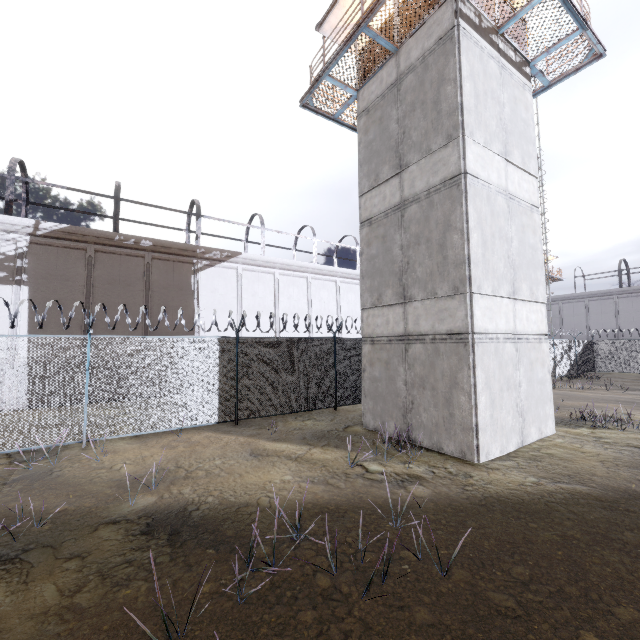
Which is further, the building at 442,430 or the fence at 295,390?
the fence at 295,390

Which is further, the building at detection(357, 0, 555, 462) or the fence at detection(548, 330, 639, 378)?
the fence at detection(548, 330, 639, 378)

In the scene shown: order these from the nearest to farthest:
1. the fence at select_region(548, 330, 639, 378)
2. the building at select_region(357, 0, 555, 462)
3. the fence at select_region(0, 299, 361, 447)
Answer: the building at select_region(357, 0, 555, 462) < the fence at select_region(0, 299, 361, 447) < the fence at select_region(548, 330, 639, 378)

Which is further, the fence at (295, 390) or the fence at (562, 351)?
the fence at (562, 351)

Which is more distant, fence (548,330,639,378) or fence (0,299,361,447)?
fence (548,330,639,378)

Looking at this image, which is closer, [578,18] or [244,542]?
[244,542]
